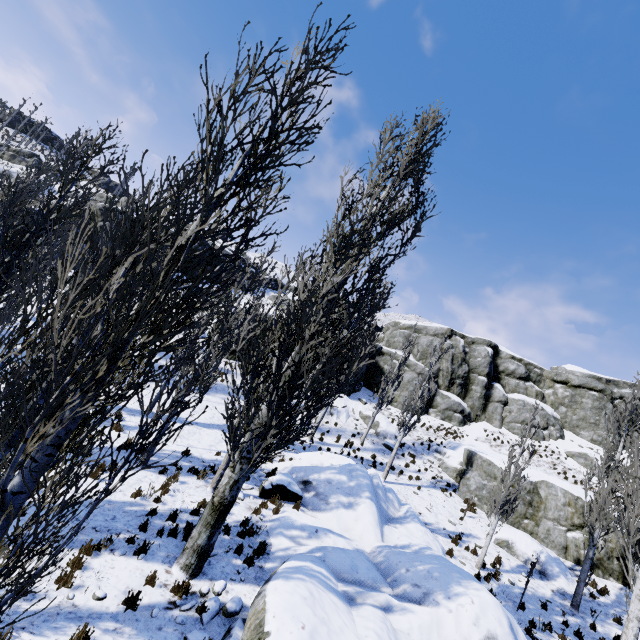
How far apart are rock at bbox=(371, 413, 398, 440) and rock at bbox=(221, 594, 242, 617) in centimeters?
1950cm

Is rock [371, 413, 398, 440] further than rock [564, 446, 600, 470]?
No

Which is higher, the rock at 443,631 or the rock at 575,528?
the rock at 575,528

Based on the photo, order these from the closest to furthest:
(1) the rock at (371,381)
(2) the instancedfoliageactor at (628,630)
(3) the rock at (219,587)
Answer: (3) the rock at (219,587)
(2) the instancedfoliageactor at (628,630)
(1) the rock at (371,381)

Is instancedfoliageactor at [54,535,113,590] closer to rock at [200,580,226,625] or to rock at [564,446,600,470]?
rock at [200,580,226,625]

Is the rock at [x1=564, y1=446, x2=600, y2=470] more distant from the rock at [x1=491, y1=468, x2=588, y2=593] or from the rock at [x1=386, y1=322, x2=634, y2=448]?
the rock at [x1=491, y1=468, x2=588, y2=593]

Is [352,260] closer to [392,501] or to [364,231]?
[364,231]

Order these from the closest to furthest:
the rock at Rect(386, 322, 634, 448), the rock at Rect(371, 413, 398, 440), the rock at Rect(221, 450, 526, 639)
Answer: the rock at Rect(221, 450, 526, 639), the rock at Rect(371, 413, 398, 440), the rock at Rect(386, 322, 634, 448)
